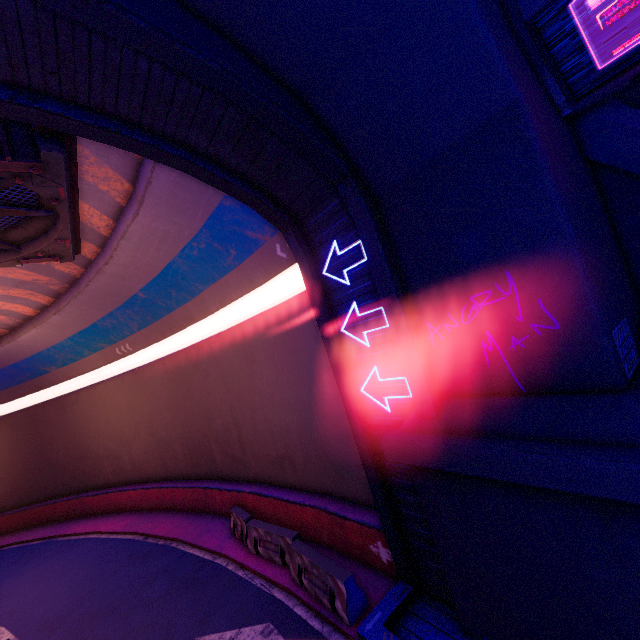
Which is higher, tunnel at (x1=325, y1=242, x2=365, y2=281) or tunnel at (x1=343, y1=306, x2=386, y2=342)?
tunnel at (x1=325, y1=242, x2=365, y2=281)

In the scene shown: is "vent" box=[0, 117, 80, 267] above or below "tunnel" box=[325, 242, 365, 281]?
above

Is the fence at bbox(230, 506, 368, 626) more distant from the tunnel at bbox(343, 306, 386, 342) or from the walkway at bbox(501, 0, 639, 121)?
the walkway at bbox(501, 0, 639, 121)

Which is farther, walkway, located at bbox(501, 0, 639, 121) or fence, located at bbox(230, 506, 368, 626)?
fence, located at bbox(230, 506, 368, 626)

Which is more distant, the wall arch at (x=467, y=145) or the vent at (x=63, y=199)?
the vent at (x=63, y=199)

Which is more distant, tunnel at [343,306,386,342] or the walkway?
tunnel at [343,306,386,342]

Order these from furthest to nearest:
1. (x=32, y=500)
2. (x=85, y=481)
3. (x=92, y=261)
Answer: (x=32, y=500) → (x=85, y=481) → (x=92, y=261)

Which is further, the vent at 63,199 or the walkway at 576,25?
the vent at 63,199
